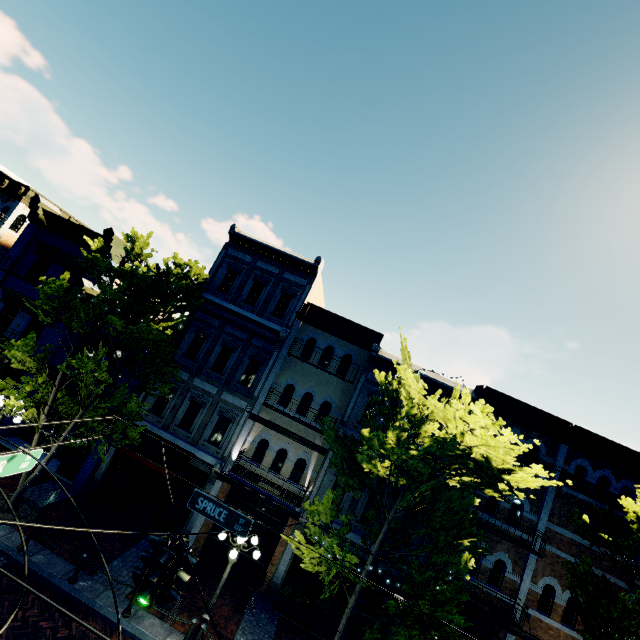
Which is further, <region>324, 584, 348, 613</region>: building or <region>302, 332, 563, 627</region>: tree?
<region>324, 584, 348, 613</region>: building

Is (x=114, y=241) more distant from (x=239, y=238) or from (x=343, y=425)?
(x=343, y=425)

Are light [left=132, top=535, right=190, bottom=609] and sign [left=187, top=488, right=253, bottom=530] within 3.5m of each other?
yes

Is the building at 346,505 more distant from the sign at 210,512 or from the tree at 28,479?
the sign at 210,512

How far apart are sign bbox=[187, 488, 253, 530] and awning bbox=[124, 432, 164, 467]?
5.6m

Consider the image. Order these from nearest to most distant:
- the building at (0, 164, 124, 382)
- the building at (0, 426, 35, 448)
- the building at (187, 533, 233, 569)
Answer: the building at (187, 533, 233, 569) < the building at (0, 426, 35, 448) < the building at (0, 164, 124, 382)

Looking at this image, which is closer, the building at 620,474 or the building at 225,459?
the building at 620,474

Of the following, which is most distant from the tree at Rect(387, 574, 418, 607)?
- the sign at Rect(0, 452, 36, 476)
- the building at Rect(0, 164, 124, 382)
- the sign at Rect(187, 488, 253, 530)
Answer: the sign at Rect(0, 452, 36, 476)
